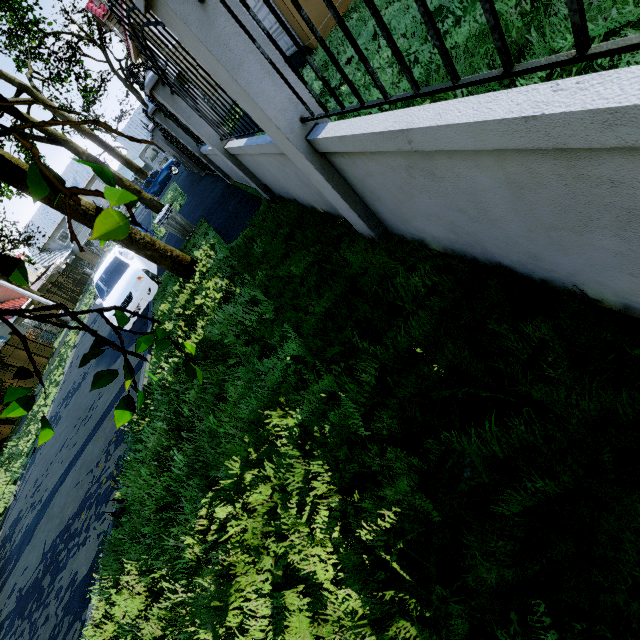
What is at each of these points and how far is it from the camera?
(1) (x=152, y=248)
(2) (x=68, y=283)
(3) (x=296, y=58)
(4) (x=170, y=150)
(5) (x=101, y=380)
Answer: (1) tree, 6.52m
(2) fence, 31.80m
(3) garage entrance, 9.21m
(4) fence, 15.88m
(5) tree, 1.47m

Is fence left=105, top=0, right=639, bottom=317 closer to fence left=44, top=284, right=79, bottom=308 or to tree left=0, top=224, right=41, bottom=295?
tree left=0, top=224, right=41, bottom=295

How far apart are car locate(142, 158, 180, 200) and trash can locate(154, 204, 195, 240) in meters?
18.0 m

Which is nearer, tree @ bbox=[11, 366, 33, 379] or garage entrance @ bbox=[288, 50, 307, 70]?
tree @ bbox=[11, 366, 33, 379]

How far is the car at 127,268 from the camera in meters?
8.6

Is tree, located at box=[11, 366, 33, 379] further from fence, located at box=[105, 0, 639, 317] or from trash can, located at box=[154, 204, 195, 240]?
trash can, located at box=[154, 204, 195, 240]

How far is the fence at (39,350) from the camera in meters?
20.8 m

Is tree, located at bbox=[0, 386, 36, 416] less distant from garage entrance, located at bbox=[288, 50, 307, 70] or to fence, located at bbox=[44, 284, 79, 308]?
fence, located at bbox=[44, 284, 79, 308]
